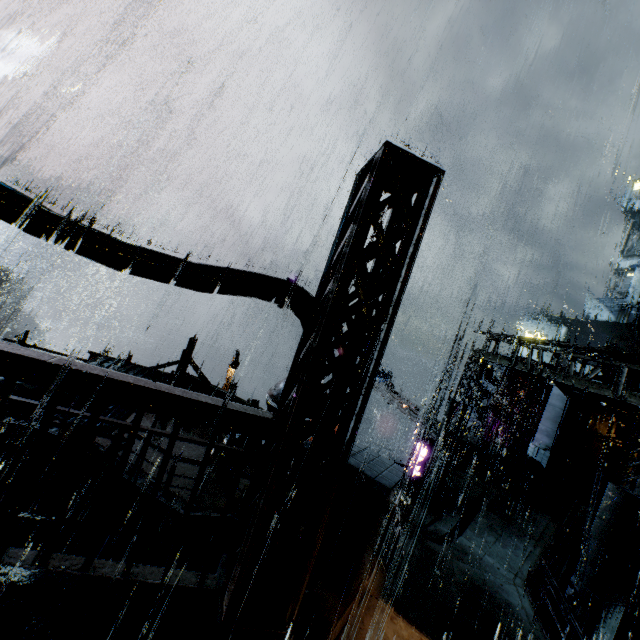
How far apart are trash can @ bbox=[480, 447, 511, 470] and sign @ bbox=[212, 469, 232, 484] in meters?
13.2 m

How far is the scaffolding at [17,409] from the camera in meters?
4.6

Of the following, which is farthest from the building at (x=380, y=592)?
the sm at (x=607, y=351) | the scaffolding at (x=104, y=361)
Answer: the scaffolding at (x=104, y=361)

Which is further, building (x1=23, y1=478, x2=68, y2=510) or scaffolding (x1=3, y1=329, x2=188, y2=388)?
building (x1=23, y1=478, x2=68, y2=510)

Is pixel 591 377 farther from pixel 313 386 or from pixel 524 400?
pixel 524 400

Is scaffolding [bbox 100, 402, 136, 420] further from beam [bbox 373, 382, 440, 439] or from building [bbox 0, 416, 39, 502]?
beam [bbox 373, 382, 440, 439]

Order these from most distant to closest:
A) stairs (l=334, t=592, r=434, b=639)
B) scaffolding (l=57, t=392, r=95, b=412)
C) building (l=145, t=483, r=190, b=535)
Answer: building (l=145, t=483, r=190, b=535) → scaffolding (l=57, t=392, r=95, b=412) → stairs (l=334, t=592, r=434, b=639)
